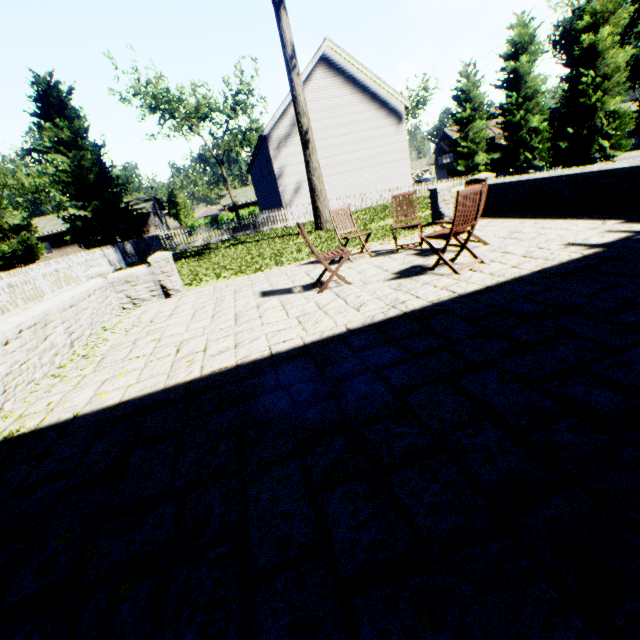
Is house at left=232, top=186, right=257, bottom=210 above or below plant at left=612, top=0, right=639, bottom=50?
below

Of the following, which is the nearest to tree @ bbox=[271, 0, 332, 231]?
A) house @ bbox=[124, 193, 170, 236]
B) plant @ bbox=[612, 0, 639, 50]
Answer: house @ bbox=[124, 193, 170, 236]

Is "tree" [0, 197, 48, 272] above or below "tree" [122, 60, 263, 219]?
below

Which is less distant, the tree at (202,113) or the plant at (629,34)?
the tree at (202,113)

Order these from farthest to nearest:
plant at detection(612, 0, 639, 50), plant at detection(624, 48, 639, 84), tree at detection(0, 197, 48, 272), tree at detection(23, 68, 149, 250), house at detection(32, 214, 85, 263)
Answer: plant at detection(624, 48, 639, 84)
plant at detection(612, 0, 639, 50)
house at detection(32, 214, 85, 263)
tree at detection(0, 197, 48, 272)
tree at detection(23, 68, 149, 250)

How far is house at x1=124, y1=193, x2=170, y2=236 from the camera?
40.81m

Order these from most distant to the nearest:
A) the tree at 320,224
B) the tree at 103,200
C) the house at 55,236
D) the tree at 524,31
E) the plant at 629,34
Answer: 1. the plant at 629,34
2. the house at 55,236
3. the tree at 103,200
4. the tree at 524,31
5. the tree at 320,224

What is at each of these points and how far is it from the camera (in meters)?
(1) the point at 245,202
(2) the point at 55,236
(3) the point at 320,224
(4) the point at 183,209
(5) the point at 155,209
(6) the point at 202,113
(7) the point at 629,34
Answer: (1) house, 49.03
(2) house, 38.97
(3) tree, 14.12
(4) tree, 54.38
(5) house, 44.66
(6) tree, 39.84
(7) plant, 51.28
